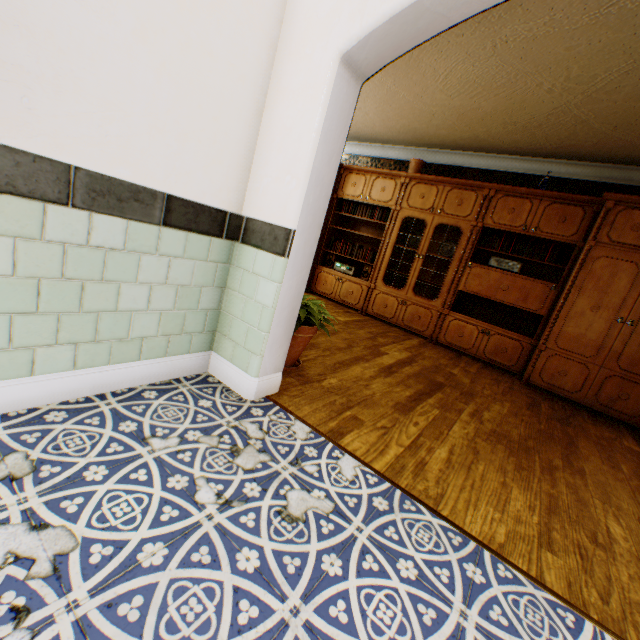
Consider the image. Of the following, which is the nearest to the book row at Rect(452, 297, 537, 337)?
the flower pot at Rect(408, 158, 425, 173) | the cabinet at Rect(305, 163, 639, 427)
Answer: the cabinet at Rect(305, 163, 639, 427)

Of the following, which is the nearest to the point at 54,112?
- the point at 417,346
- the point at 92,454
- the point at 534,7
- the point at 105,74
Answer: the point at 105,74

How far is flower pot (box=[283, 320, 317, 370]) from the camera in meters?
2.6

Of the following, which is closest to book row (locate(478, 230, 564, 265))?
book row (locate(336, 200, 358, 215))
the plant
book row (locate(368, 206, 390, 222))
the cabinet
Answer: the cabinet

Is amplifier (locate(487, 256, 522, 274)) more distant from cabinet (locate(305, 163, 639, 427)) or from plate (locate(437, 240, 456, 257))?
plate (locate(437, 240, 456, 257))

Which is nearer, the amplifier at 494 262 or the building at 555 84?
the building at 555 84

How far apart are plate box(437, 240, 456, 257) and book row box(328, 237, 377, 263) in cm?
114

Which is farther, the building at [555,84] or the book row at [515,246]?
the book row at [515,246]
